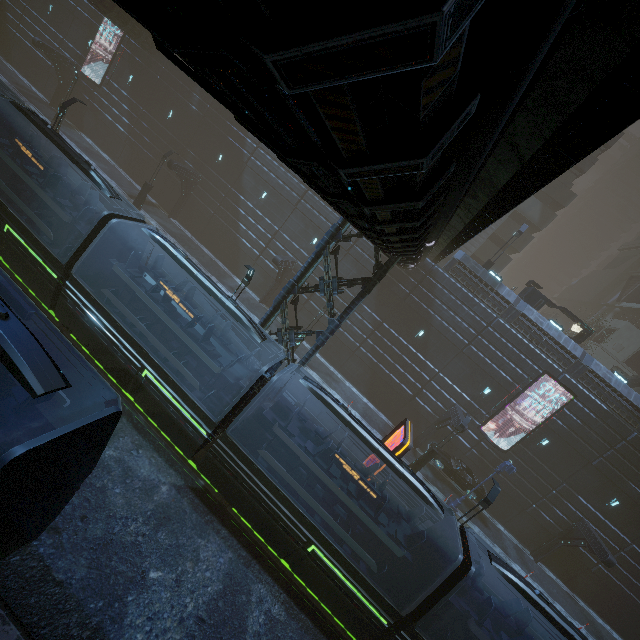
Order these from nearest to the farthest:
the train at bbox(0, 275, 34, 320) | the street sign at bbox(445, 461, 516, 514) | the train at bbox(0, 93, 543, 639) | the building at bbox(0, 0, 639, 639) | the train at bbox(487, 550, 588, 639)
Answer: the building at bbox(0, 0, 639, 639) → the train at bbox(0, 275, 34, 320) → the train at bbox(487, 550, 588, 639) → the train at bbox(0, 93, 543, 639) → the street sign at bbox(445, 461, 516, 514)

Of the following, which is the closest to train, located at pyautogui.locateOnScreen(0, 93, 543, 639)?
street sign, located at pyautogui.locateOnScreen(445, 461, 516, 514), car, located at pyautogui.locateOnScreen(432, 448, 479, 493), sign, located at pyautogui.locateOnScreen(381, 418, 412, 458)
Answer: sign, located at pyautogui.locateOnScreen(381, 418, 412, 458)

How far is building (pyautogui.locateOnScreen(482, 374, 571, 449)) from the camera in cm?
2352

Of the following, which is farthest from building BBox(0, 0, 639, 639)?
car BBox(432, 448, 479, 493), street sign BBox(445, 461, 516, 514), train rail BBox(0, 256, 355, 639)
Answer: street sign BBox(445, 461, 516, 514)

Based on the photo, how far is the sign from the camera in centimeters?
1349cm

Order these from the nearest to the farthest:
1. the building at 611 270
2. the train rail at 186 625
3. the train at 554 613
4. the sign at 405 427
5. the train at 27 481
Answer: the train at 27 481 → the train rail at 186 625 → the train at 554 613 → the sign at 405 427 → the building at 611 270

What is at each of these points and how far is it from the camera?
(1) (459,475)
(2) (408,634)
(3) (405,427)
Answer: (1) car, 23.81m
(2) train, 9.93m
(3) sign, 14.61m

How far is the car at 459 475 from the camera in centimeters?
2377cm
